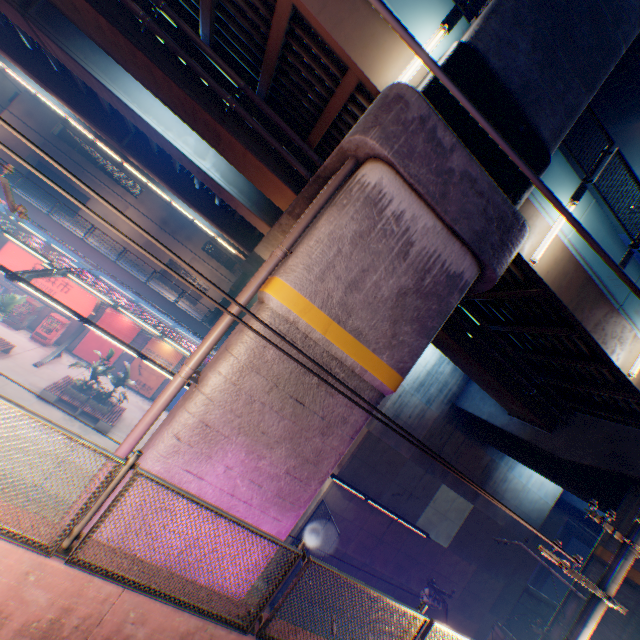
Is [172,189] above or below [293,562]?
above

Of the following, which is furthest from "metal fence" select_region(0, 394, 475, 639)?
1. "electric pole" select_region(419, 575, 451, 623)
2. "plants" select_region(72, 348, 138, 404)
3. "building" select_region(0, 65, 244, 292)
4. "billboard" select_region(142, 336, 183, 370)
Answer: "building" select_region(0, 65, 244, 292)

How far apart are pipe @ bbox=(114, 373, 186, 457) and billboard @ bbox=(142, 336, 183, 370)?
20.6m

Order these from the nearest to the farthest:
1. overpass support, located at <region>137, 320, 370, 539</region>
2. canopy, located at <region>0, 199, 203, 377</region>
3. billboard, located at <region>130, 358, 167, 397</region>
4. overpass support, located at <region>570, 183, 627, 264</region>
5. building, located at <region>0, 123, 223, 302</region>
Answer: overpass support, located at <region>137, 320, 370, 539</region> < overpass support, located at <region>570, 183, 627, 264</region> < canopy, located at <region>0, 199, 203, 377</region> < billboard, located at <region>130, 358, 167, 397</region> < building, located at <region>0, 123, 223, 302</region>

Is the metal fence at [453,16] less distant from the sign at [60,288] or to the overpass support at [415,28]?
the overpass support at [415,28]

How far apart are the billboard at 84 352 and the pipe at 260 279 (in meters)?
20.88

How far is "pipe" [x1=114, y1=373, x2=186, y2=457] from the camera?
5.4m

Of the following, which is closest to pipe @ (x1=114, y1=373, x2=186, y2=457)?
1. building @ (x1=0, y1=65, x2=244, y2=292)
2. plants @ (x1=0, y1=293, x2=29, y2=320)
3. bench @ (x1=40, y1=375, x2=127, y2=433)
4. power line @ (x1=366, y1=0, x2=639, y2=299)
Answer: power line @ (x1=366, y1=0, x2=639, y2=299)
